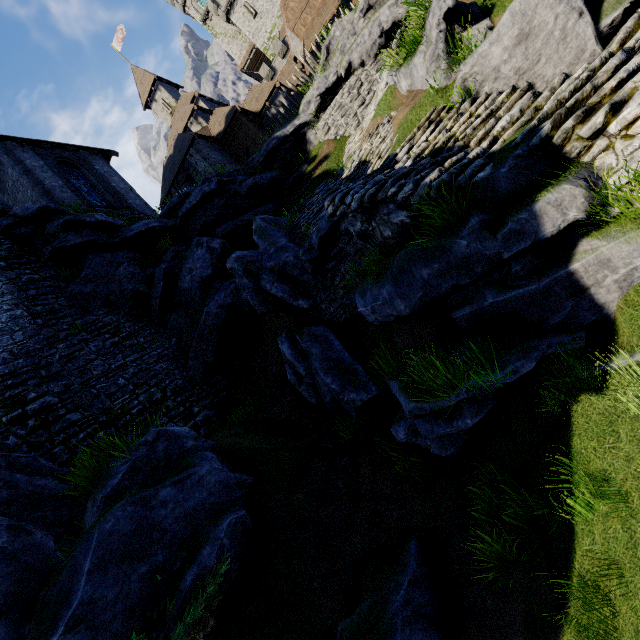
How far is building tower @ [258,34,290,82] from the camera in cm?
3881

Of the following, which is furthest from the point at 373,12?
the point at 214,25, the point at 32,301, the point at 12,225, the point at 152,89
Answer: the point at 214,25

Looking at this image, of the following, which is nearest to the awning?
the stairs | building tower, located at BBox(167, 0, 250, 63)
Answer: the stairs

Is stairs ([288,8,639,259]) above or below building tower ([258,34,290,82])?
below

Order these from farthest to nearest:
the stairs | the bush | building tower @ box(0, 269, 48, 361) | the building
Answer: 1. the building
2. building tower @ box(0, 269, 48, 361)
3. the bush
4. the stairs

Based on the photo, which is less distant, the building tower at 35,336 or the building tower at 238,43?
the building tower at 35,336

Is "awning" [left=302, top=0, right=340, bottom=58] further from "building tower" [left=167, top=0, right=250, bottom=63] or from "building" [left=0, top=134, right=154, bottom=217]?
"building tower" [left=167, top=0, right=250, bottom=63]

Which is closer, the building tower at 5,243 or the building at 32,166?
the building tower at 5,243
